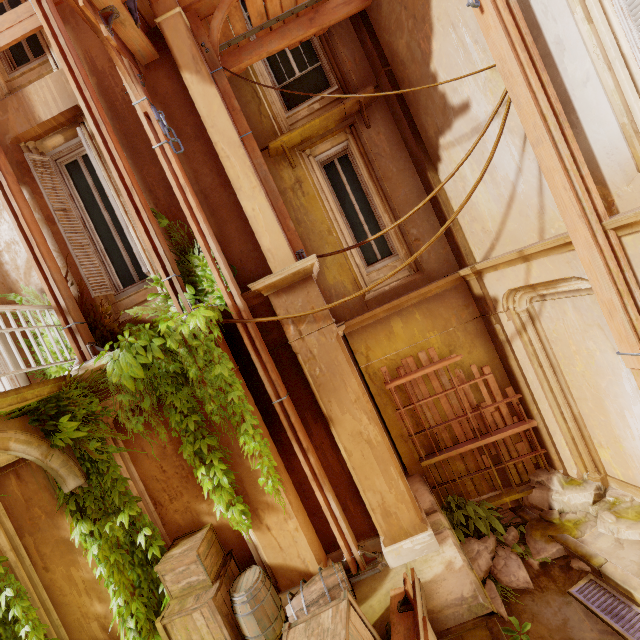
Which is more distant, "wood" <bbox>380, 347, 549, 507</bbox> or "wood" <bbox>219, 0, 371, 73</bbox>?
"wood" <bbox>380, 347, 549, 507</bbox>

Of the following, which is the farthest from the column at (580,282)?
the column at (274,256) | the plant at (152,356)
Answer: the plant at (152,356)

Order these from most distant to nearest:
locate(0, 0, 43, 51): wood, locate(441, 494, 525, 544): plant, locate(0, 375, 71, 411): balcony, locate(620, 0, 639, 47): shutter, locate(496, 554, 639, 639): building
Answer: locate(441, 494, 525, 544): plant → locate(0, 0, 43, 51): wood → locate(496, 554, 639, 639): building → locate(0, 375, 71, 411): balcony → locate(620, 0, 639, 47): shutter

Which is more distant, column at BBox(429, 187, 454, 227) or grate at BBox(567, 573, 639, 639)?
column at BBox(429, 187, 454, 227)

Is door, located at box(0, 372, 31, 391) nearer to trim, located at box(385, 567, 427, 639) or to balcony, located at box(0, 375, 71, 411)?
balcony, located at box(0, 375, 71, 411)

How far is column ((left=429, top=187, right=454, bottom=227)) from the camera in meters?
5.8

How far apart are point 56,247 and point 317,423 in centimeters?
482cm

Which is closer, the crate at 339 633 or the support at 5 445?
the crate at 339 633
